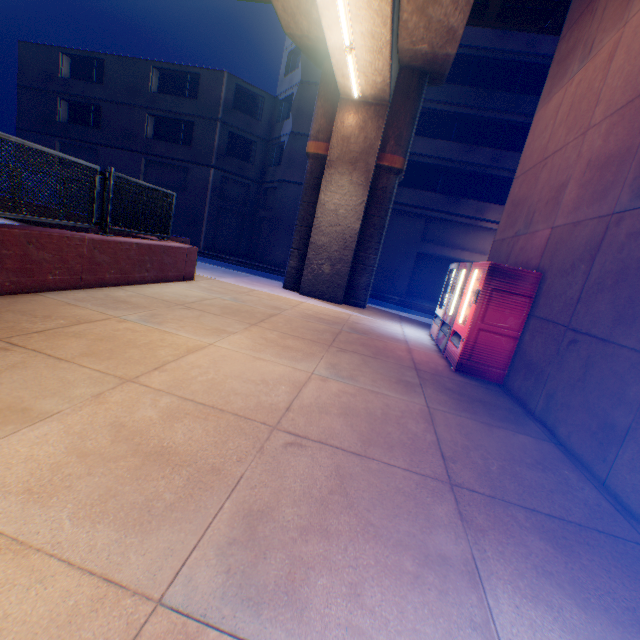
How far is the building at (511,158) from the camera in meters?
18.2 m

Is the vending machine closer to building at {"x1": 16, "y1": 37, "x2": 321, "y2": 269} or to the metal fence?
the metal fence

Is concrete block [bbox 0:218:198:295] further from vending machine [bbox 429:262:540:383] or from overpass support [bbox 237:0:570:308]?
vending machine [bbox 429:262:540:383]

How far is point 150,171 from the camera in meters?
23.6 m

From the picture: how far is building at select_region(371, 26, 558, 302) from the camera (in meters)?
18.23

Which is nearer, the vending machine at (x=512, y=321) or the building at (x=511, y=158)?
the vending machine at (x=512, y=321)
